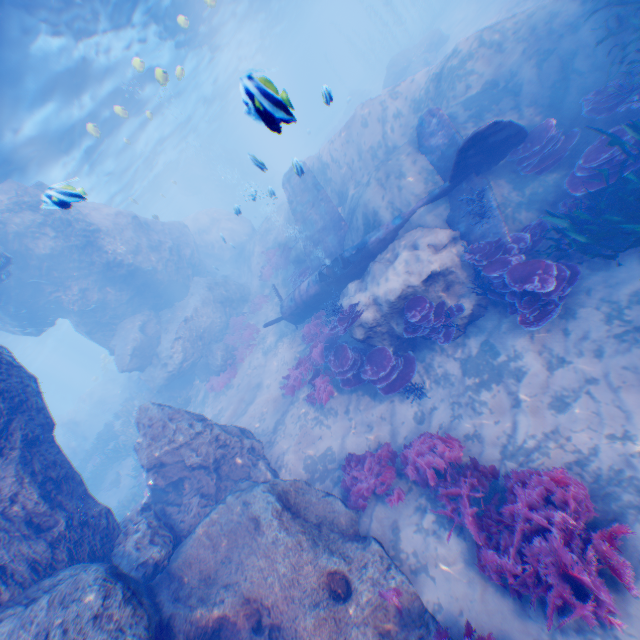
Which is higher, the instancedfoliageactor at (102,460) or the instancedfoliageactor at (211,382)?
the instancedfoliageactor at (102,460)

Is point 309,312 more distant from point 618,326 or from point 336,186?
point 618,326

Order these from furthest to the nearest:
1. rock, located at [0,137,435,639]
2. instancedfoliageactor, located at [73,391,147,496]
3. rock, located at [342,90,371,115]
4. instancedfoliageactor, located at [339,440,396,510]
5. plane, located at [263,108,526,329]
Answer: rock, located at [342,90,371,115], instancedfoliageactor, located at [73,391,147,496], plane, located at [263,108,526,329], instancedfoliageactor, located at [339,440,396,510], rock, located at [0,137,435,639]

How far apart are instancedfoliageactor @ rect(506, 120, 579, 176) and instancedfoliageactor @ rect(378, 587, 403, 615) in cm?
983

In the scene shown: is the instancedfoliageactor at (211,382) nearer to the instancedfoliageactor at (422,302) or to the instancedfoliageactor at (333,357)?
the instancedfoliageactor at (333,357)

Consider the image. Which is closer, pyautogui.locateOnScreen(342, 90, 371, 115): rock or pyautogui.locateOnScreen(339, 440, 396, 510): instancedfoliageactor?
pyautogui.locateOnScreen(339, 440, 396, 510): instancedfoliageactor

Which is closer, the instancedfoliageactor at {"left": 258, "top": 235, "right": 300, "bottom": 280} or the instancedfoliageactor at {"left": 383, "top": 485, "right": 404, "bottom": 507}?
the instancedfoliageactor at {"left": 383, "top": 485, "right": 404, "bottom": 507}

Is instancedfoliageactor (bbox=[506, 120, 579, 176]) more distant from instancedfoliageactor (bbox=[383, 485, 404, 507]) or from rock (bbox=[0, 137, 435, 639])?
instancedfoliageactor (bbox=[383, 485, 404, 507])
